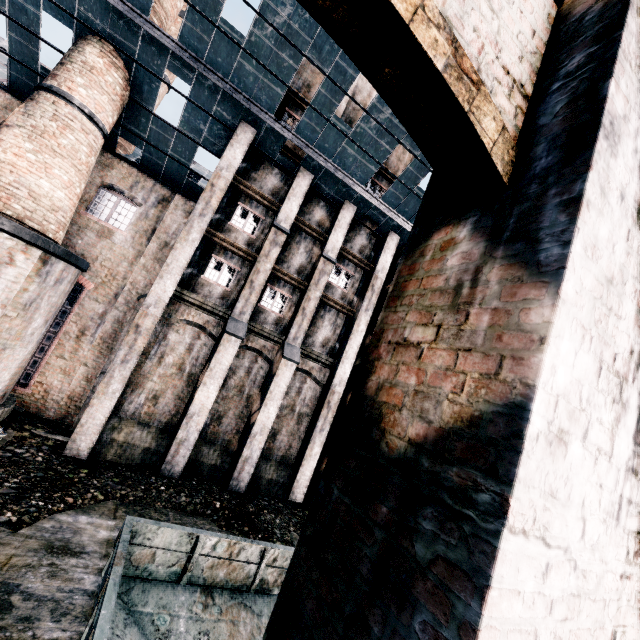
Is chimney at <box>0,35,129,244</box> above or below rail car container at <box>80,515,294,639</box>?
above

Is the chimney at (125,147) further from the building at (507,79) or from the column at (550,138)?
the column at (550,138)

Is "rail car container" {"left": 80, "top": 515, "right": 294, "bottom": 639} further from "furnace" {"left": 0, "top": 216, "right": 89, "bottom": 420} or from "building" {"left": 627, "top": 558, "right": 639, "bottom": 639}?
"furnace" {"left": 0, "top": 216, "right": 89, "bottom": 420}

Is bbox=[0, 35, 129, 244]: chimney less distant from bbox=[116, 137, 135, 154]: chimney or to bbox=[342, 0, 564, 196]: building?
bbox=[342, 0, 564, 196]: building

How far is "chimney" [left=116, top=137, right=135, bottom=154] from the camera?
20.9m

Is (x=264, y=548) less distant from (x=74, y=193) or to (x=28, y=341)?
(x=28, y=341)

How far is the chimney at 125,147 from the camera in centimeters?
2094cm

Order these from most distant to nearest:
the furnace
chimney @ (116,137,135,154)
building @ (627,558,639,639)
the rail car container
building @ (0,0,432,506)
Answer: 1. chimney @ (116,137,135,154)
2. building @ (0,0,432,506)
3. the furnace
4. the rail car container
5. building @ (627,558,639,639)
